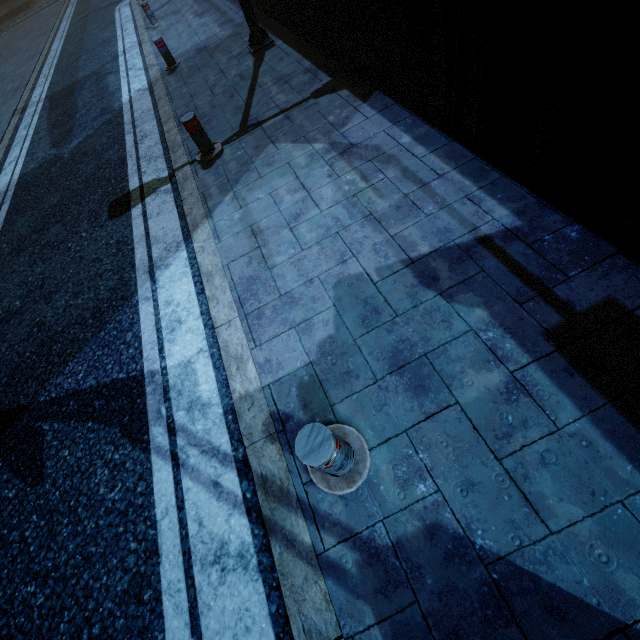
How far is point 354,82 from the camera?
5.0m

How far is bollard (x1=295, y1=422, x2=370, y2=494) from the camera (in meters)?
1.78

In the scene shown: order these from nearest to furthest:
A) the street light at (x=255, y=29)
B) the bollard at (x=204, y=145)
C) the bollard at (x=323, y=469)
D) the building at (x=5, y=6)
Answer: the bollard at (x=323, y=469) < the bollard at (x=204, y=145) < the street light at (x=255, y=29) < the building at (x=5, y=6)

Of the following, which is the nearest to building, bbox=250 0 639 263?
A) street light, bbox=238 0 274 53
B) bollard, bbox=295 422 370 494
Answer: street light, bbox=238 0 274 53

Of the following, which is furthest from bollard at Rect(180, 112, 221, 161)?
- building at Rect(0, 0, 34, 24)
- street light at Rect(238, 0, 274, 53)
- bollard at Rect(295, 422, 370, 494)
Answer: bollard at Rect(295, 422, 370, 494)

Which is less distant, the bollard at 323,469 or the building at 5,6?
the bollard at 323,469

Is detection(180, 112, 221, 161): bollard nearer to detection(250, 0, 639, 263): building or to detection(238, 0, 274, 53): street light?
detection(250, 0, 639, 263): building

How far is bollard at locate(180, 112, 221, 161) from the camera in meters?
4.6
